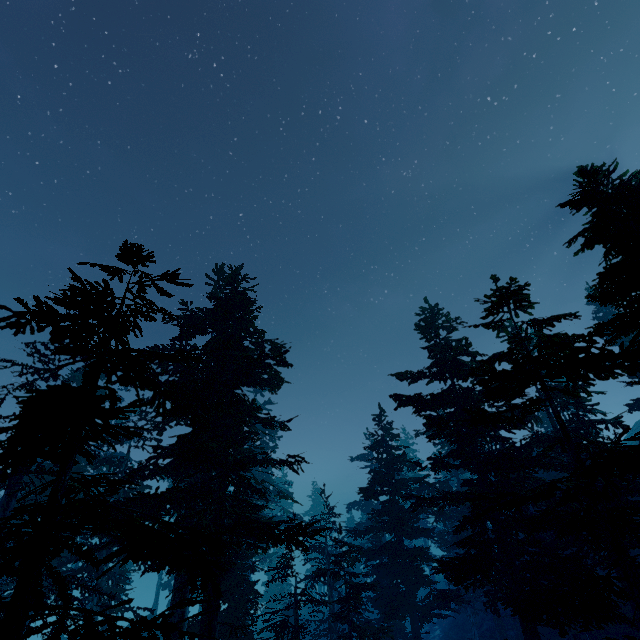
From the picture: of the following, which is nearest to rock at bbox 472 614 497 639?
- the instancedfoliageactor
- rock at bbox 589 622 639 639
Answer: the instancedfoliageactor

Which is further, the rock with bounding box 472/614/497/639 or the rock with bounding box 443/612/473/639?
the rock with bounding box 443/612/473/639

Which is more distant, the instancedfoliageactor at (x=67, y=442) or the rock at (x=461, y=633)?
the rock at (x=461, y=633)

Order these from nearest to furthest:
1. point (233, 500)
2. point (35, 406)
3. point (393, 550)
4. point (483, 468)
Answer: point (35, 406) < point (233, 500) < point (483, 468) < point (393, 550)

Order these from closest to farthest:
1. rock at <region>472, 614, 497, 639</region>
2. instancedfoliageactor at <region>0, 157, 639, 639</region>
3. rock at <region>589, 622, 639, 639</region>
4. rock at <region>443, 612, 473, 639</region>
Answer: instancedfoliageactor at <region>0, 157, 639, 639</region>, rock at <region>589, 622, 639, 639</region>, rock at <region>472, 614, 497, 639</region>, rock at <region>443, 612, 473, 639</region>

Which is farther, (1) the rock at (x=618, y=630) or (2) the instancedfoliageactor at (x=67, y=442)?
(1) the rock at (x=618, y=630)
